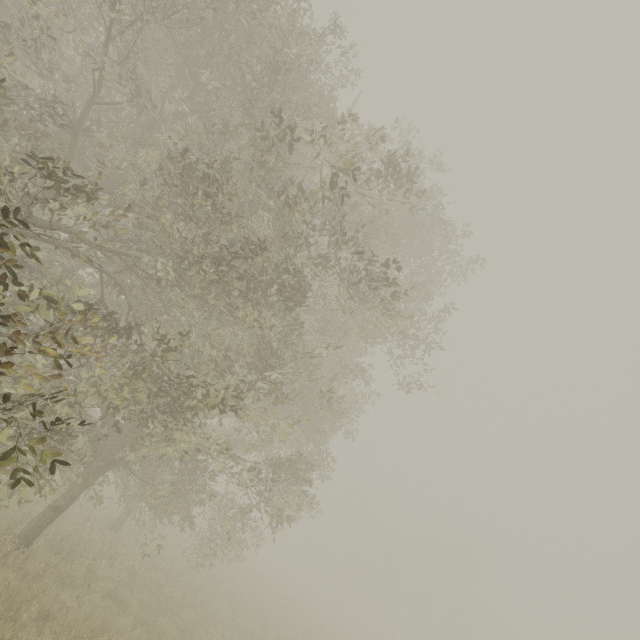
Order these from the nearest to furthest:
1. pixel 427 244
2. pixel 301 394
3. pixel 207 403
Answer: pixel 207 403, pixel 301 394, pixel 427 244
